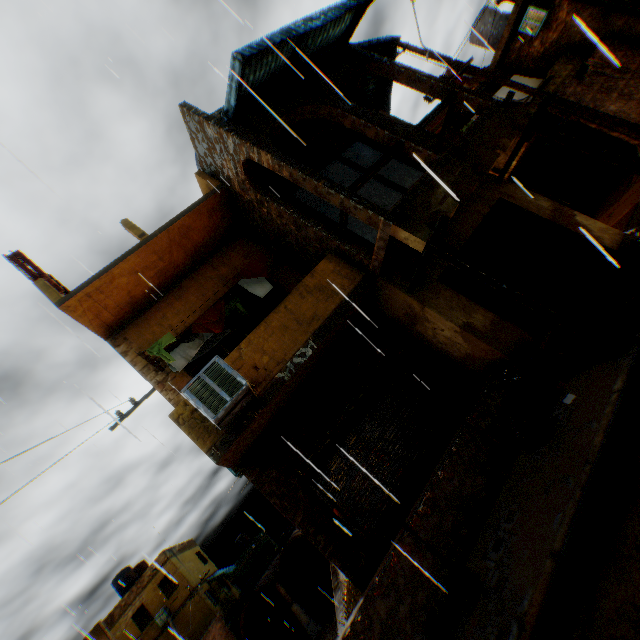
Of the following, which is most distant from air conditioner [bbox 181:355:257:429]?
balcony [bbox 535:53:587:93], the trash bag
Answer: balcony [bbox 535:53:587:93]

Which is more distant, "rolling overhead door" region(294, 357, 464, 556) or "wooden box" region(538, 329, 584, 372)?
"rolling overhead door" region(294, 357, 464, 556)

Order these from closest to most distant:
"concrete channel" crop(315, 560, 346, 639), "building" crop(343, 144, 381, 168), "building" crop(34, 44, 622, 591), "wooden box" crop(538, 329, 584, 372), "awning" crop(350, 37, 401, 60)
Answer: "wooden box" crop(538, 329, 584, 372) < "building" crop(34, 44, 622, 591) < "awning" crop(350, 37, 401, 60) < "building" crop(343, 144, 381, 168) < "concrete channel" crop(315, 560, 346, 639)

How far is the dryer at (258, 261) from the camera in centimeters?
775cm

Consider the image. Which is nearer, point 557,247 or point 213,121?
point 213,121

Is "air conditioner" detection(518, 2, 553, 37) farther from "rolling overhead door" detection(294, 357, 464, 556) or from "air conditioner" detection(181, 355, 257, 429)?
"air conditioner" detection(181, 355, 257, 429)

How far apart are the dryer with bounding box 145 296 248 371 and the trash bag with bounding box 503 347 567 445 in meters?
4.4
